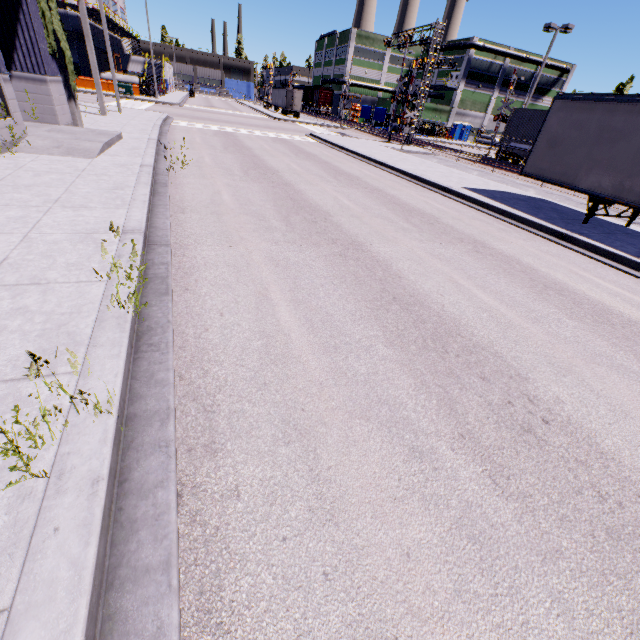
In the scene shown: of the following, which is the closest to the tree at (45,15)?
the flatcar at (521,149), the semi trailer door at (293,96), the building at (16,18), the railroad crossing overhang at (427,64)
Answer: the building at (16,18)

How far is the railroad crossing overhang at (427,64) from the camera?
26.3m

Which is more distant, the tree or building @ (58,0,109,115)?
building @ (58,0,109,115)

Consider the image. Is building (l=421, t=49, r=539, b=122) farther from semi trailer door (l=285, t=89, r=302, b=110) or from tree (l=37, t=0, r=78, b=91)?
semi trailer door (l=285, t=89, r=302, b=110)

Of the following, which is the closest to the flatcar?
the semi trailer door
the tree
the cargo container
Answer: the cargo container

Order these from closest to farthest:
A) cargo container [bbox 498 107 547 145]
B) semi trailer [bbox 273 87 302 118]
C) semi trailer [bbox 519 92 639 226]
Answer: semi trailer [bbox 519 92 639 226] → cargo container [bbox 498 107 547 145] → semi trailer [bbox 273 87 302 118]

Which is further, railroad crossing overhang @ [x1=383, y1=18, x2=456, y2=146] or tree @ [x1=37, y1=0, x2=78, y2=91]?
railroad crossing overhang @ [x1=383, y1=18, x2=456, y2=146]

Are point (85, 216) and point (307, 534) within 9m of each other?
yes
